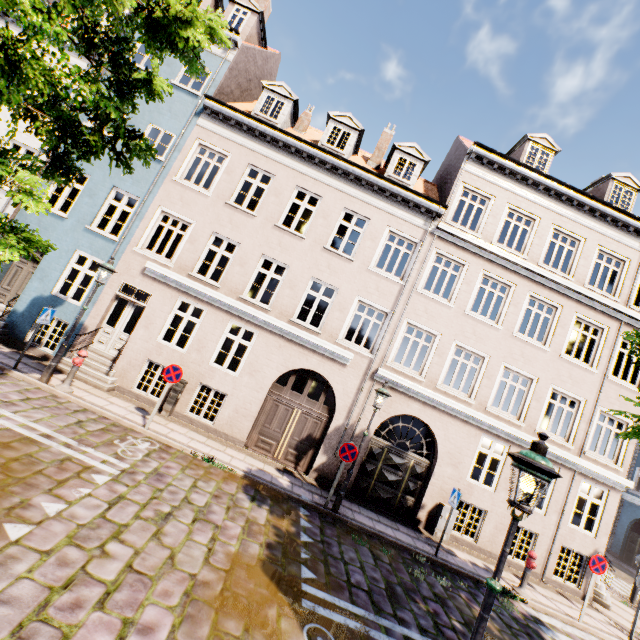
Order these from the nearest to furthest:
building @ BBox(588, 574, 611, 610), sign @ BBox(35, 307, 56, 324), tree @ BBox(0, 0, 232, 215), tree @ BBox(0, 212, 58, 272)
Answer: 1. tree @ BBox(0, 0, 232, 215)
2. tree @ BBox(0, 212, 58, 272)
3. sign @ BBox(35, 307, 56, 324)
4. building @ BBox(588, 574, 611, 610)

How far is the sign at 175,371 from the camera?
9.12m

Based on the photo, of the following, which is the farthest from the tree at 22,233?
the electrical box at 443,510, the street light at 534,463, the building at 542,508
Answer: the electrical box at 443,510

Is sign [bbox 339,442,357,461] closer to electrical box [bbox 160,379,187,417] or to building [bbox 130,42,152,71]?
electrical box [bbox 160,379,187,417]

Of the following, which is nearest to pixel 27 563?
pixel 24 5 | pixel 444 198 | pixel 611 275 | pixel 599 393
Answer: pixel 24 5

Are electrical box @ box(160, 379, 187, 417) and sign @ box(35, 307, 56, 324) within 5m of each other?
yes

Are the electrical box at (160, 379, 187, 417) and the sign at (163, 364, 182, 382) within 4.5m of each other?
yes

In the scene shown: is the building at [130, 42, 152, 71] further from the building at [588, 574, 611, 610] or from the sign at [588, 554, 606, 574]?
the sign at [588, 554, 606, 574]
